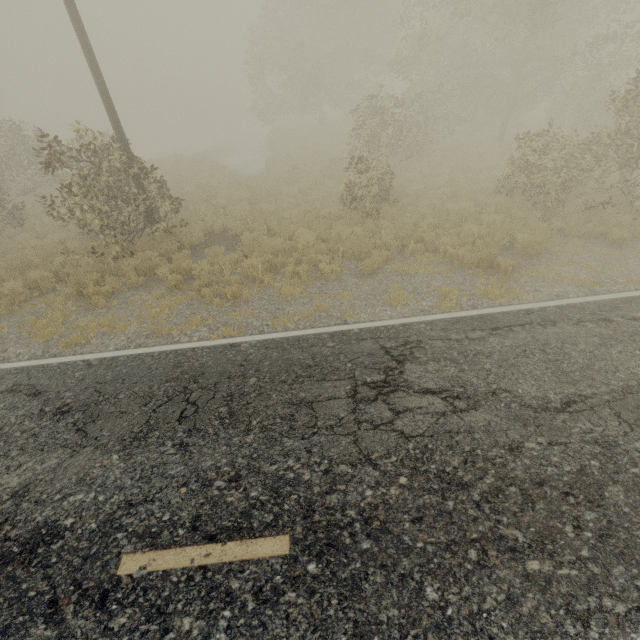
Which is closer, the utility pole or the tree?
the utility pole

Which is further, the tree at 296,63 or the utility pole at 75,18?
the tree at 296,63

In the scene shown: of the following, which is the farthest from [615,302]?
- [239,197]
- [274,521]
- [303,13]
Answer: [303,13]
